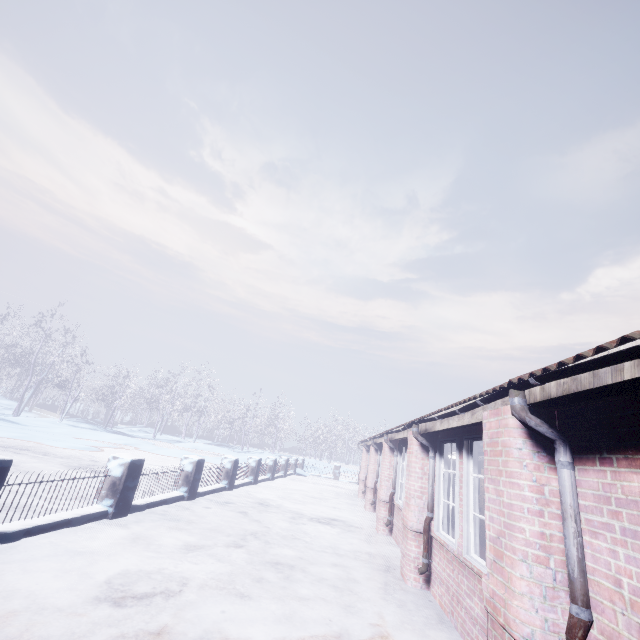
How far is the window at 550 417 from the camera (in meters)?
2.42

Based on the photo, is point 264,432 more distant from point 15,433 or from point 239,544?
point 239,544

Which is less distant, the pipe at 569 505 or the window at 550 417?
the pipe at 569 505

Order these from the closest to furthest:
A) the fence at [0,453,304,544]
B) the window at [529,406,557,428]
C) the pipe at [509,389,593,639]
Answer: the pipe at [509,389,593,639] → the window at [529,406,557,428] → the fence at [0,453,304,544]

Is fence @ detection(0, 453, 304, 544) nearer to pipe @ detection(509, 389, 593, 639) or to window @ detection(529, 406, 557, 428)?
window @ detection(529, 406, 557, 428)

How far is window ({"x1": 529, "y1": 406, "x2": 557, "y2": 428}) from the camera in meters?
2.4

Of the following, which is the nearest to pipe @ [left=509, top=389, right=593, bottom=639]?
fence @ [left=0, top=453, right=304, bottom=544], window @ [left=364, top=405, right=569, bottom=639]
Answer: window @ [left=364, top=405, right=569, bottom=639]

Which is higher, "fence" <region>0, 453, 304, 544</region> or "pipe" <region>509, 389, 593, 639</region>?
"pipe" <region>509, 389, 593, 639</region>
